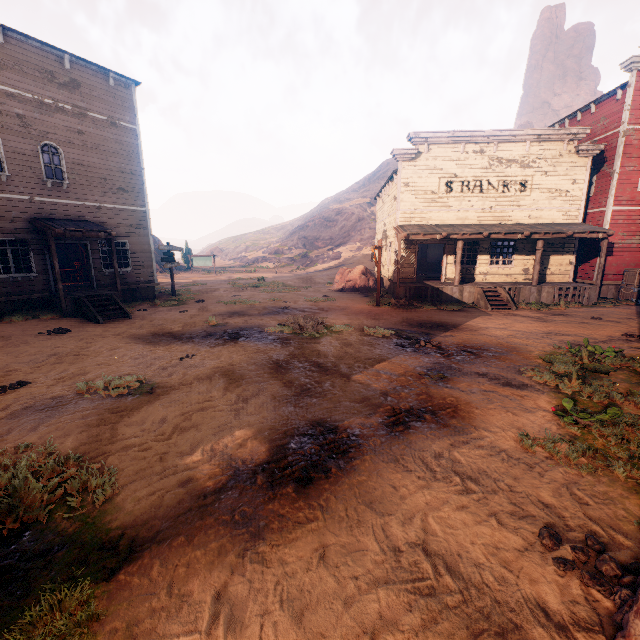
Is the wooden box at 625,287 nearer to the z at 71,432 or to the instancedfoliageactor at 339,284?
the z at 71,432

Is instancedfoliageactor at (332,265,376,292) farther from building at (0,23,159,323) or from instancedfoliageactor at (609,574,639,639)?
instancedfoliageactor at (609,574,639,639)

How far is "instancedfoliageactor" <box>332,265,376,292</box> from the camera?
22.0 meters

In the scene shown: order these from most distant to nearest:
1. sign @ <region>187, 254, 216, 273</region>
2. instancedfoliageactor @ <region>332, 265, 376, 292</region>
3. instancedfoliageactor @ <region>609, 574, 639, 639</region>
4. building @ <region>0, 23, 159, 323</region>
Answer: sign @ <region>187, 254, 216, 273</region> → instancedfoliageactor @ <region>332, 265, 376, 292</region> → building @ <region>0, 23, 159, 323</region> → instancedfoliageactor @ <region>609, 574, 639, 639</region>

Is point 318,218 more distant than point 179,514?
Yes

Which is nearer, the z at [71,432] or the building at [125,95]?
the z at [71,432]

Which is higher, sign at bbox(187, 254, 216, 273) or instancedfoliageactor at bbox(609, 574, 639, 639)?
sign at bbox(187, 254, 216, 273)
